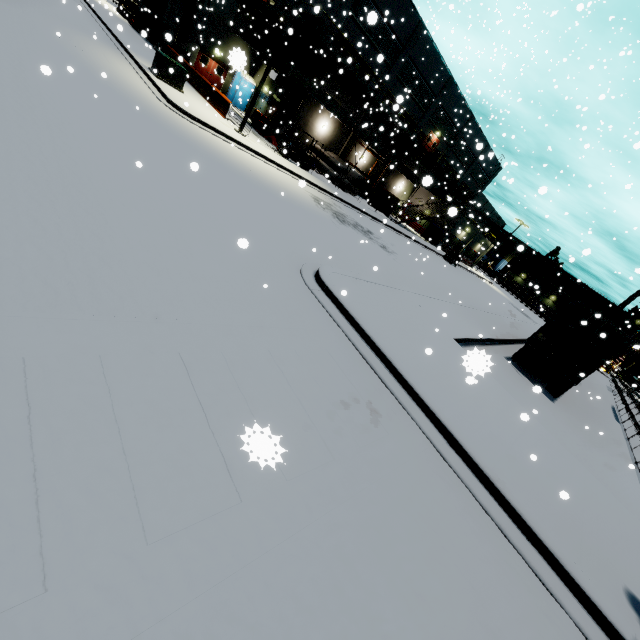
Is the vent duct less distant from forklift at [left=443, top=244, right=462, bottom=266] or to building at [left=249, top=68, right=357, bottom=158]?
building at [left=249, top=68, right=357, bottom=158]

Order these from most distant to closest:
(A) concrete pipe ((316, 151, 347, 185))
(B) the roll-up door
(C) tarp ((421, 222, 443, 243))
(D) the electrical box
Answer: (C) tarp ((421, 222, 443, 243)) < (A) concrete pipe ((316, 151, 347, 185)) < (B) the roll-up door < (D) the electrical box

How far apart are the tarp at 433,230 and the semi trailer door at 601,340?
27.4m

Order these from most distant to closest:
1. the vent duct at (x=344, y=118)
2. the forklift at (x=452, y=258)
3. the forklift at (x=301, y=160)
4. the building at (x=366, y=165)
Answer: the forklift at (x=452, y=258) → the building at (x=366, y=165) → the vent duct at (x=344, y=118) → the forklift at (x=301, y=160)

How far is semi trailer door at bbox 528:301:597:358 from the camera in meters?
13.8 m

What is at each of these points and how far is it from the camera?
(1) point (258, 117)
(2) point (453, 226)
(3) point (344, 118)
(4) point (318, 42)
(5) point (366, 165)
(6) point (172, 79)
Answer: (1) oil drum, 29.5 meters
(2) building, 41.9 meters
(3) vent duct, 30.2 meters
(4) balcony, 25.5 meters
(5) building, 37.5 meters
(6) electrical box, 17.2 meters

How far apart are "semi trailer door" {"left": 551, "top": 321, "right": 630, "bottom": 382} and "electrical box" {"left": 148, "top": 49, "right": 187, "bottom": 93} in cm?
2345

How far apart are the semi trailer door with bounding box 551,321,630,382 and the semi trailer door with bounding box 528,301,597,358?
0.45m
